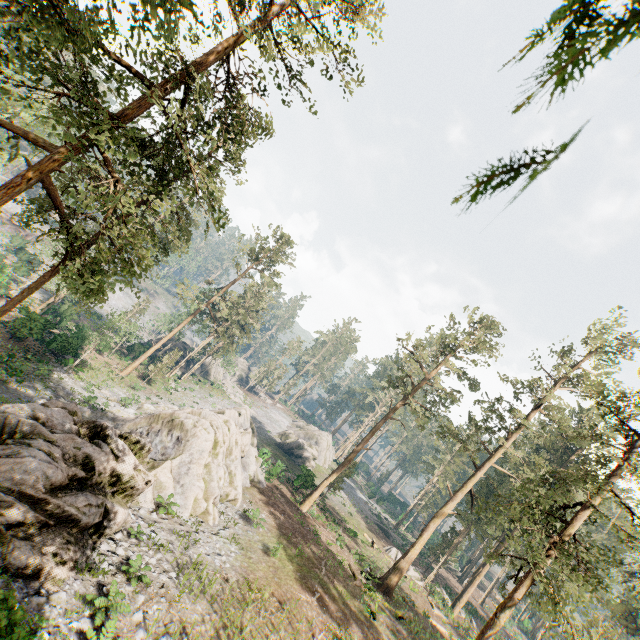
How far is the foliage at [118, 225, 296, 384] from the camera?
40.0m

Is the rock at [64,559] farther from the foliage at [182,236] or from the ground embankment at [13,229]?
the ground embankment at [13,229]

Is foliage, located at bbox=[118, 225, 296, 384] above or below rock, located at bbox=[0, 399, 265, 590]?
above

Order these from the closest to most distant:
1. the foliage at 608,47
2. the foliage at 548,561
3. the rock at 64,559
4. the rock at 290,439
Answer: the foliage at 608,47 → the rock at 64,559 → the foliage at 548,561 → the rock at 290,439

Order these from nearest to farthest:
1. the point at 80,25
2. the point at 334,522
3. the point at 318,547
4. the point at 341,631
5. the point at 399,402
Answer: the point at 80,25, the point at 341,631, the point at 318,547, the point at 399,402, the point at 334,522

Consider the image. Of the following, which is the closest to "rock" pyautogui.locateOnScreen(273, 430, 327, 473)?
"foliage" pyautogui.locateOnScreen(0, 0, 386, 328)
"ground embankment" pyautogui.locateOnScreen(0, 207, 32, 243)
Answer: "foliage" pyautogui.locateOnScreen(0, 0, 386, 328)
